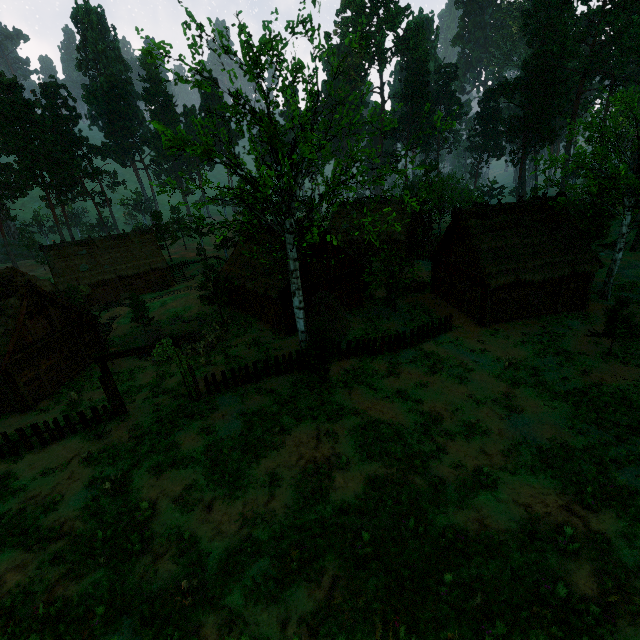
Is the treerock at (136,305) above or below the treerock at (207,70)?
below

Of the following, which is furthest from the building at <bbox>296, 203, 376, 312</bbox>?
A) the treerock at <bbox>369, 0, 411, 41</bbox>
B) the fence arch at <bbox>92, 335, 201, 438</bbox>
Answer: the fence arch at <bbox>92, 335, 201, 438</bbox>

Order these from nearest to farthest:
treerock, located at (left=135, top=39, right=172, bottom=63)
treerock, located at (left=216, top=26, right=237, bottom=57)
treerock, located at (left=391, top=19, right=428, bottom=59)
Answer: treerock, located at (left=135, top=39, right=172, bottom=63) < treerock, located at (left=216, top=26, right=237, bottom=57) < treerock, located at (left=391, top=19, right=428, bottom=59)

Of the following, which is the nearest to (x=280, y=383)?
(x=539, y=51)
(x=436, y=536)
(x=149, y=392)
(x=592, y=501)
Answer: (x=149, y=392)

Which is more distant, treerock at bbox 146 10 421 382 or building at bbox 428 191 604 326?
building at bbox 428 191 604 326

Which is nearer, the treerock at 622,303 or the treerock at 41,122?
the treerock at 622,303

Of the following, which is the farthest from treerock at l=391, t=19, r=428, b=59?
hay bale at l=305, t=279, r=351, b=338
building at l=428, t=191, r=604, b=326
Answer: hay bale at l=305, t=279, r=351, b=338

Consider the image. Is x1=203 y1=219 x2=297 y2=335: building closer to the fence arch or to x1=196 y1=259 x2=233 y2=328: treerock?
x1=196 y1=259 x2=233 y2=328: treerock
